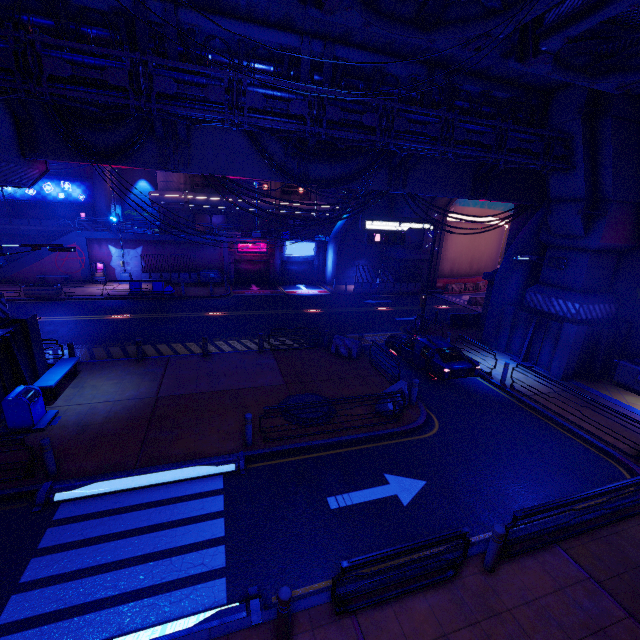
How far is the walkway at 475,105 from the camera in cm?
1283

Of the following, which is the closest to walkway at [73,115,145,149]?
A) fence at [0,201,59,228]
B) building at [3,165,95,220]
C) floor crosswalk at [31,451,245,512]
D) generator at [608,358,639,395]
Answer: floor crosswalk at [31,451,245,512]

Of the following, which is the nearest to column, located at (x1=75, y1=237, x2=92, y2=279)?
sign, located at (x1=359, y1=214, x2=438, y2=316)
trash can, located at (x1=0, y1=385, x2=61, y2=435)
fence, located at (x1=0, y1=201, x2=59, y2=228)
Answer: fence, located at (x1=0, y1=201, x2=59, y2=228)

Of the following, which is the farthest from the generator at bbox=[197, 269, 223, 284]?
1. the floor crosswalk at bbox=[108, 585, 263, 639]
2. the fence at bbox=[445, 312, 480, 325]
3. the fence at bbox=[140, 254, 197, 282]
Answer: → the floor crosswalk at bbox=[108, 585, 263, 639]

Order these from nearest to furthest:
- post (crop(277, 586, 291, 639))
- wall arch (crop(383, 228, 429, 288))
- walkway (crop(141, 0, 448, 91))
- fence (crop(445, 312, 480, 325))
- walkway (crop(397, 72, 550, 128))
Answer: post (crop(277, 586, 291, 639))
walkway (crop(141, 0, 448, 91))
walkway (crop(397, 72, 550, 128))
fence (crop(445, 312, 480, 325))
wall arch (crop(383, 228, 429, 288))

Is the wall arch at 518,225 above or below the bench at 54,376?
above

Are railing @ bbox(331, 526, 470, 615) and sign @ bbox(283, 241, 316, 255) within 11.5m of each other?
no

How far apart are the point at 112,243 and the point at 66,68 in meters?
25.6
